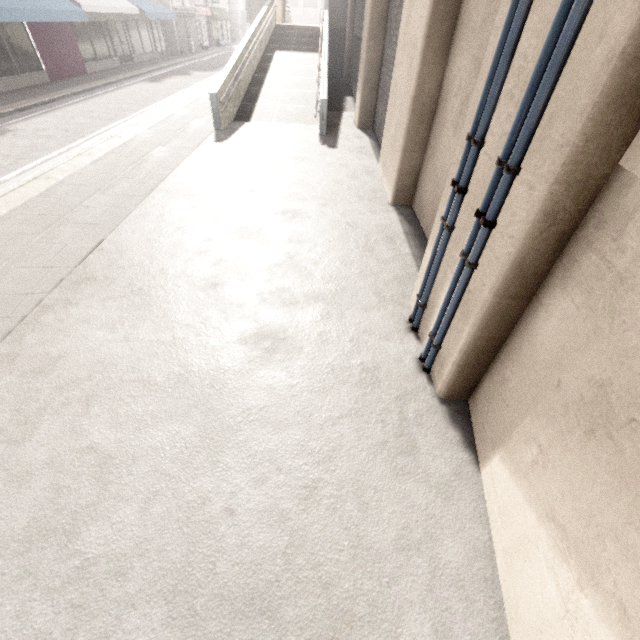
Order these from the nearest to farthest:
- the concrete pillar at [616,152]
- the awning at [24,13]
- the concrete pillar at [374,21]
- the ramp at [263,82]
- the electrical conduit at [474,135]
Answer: the concrete pillar at [616,152] < the electrical conduit at [474,135] < the concrete pillar at [374,21] < the ramp at [263,82] < the awning at [24,13]

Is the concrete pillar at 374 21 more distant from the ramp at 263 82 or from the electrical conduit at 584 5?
the electrical conduit at 584 5

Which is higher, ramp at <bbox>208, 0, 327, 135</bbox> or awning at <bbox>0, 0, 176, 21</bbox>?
awning at <bbox>0, 0, 176, 21</bbox>

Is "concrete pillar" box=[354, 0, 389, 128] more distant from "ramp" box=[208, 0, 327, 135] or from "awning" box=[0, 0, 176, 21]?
"awning" box=[0, 0, 176, 21]

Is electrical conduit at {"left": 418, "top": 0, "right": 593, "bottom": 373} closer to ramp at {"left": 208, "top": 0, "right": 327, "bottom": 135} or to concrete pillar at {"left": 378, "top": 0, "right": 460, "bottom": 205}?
concrete pillar at {"left": 378, "top": 0, "right": 460, "bottom": 205}

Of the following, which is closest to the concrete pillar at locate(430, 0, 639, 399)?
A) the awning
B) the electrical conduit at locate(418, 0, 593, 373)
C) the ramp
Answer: the electrical conduit at locate(418, 0, 593, 373)

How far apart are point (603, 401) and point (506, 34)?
2.16m

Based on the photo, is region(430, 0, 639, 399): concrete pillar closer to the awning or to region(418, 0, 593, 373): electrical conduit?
region(418, 0, 593, 373): electrical conduit
